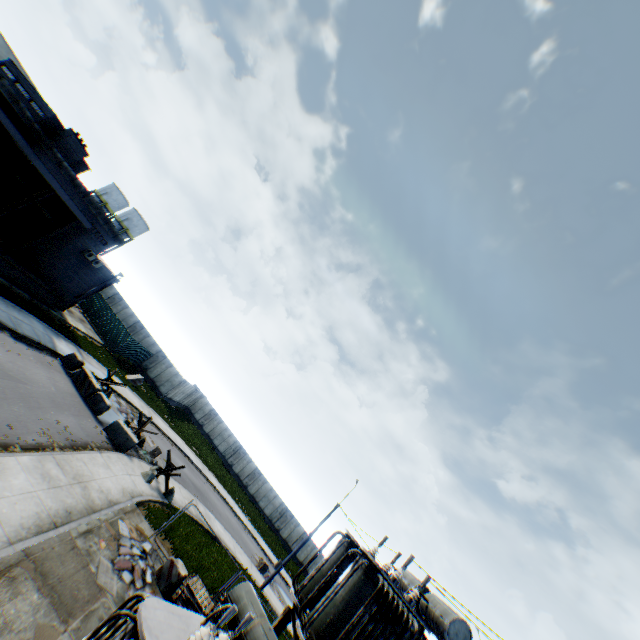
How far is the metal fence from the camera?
32.7 meters

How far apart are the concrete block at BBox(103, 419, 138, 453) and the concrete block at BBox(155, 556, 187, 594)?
7.47m

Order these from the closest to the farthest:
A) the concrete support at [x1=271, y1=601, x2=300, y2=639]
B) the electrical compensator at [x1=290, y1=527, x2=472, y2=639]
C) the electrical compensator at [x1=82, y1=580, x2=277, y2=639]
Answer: the electrical compensator at [x1=82, y1=580, x2=277, y2=639]
the electrical compensator at [x1=290, y1=527, x2=472, y2=639]
the concrete support at [x1=271, y1=601, x2=300, y2=639]

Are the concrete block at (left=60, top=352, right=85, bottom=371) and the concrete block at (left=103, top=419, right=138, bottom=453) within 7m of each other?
yes

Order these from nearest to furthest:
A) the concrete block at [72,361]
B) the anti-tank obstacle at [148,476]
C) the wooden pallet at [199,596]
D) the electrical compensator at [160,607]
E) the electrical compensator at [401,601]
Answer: the electrical compensator at [160,607] → the electrical compensator at [401,601] → the wooden pallet at [199,596] → the anti-tank obstacle at [148,476] → the concrete block at [72,361]

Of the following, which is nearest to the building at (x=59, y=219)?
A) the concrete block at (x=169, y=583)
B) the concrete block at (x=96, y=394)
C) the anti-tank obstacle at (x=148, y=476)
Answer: the concrete block at (x=96, y=394)

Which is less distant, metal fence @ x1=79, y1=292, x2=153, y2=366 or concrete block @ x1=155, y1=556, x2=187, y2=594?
concrete block @ x1=155, y1=556, x2=187, y2=594

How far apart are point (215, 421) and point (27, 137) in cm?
3874
